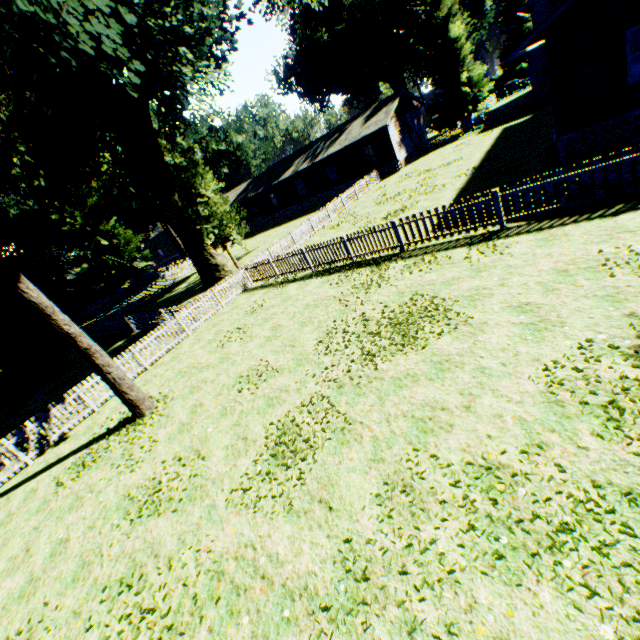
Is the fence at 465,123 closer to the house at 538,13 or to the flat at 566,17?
the house at 538,13

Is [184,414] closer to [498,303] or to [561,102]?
[498,303]

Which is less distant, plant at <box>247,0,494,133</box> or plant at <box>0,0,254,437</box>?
plant at <box>0,0,254,437</box>

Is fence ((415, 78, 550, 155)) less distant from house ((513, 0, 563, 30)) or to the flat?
house ((513, 0, 563, 30))

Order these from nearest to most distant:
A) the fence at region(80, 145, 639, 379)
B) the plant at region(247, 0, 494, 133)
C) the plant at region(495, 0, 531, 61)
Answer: the fence at region(80, 145, 639, 379) < the plant at region(247, 0, 494, 133) < the plant at region(495, 0, 531, 61)

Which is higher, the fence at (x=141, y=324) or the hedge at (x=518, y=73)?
the hedge at (x=518, y=73)

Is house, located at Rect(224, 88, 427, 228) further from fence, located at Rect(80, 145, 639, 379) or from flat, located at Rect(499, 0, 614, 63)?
flat, located at Rect(499, 0, 614, 63)

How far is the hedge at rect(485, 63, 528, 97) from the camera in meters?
55.5
